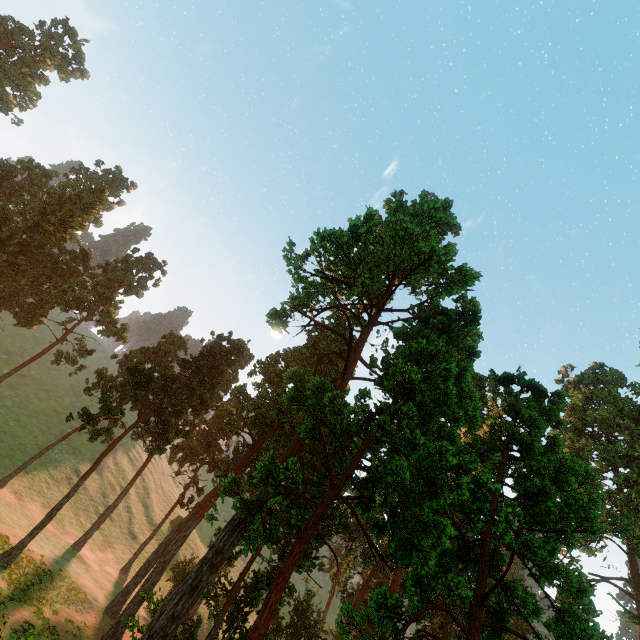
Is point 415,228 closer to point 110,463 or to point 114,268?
point 114,268

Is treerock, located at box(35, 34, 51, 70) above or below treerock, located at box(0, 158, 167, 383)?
above

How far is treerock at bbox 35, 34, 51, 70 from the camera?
58.0 meters

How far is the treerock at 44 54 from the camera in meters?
58.0

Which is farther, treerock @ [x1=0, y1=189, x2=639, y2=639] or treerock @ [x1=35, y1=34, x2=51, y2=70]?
treerock @ [x1=35, y1=34, x2=51, y2=70]

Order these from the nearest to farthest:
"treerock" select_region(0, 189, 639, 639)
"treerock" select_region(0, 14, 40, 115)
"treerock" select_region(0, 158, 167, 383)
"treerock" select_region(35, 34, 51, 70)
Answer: "treerock" select_region(0, 189, 639, 639) < "treerock" select_region(0, 158, 167, 383) < "treerock" select_region(0, 14, 40, 115) < "treerock" select_region(35, 34, 51, 70)

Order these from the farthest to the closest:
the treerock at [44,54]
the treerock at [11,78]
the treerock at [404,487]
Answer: the treerock at [44,54], the treerock at [11,78], the treerock at [404,487]
